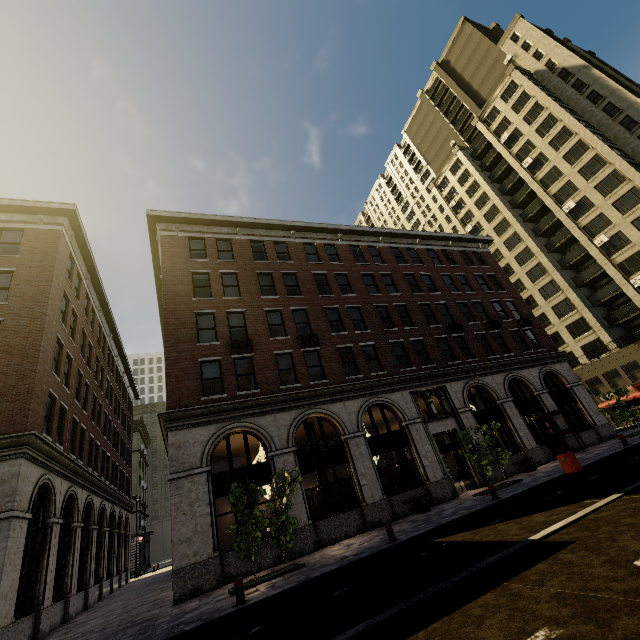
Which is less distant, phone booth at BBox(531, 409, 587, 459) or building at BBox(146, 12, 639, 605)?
building at BBox(146, 12, 639, 605)

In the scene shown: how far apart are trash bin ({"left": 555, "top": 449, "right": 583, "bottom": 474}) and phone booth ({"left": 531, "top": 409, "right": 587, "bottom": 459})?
8.0 meters

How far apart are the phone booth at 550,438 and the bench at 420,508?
10.4 meters

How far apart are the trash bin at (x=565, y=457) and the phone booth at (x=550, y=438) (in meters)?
8.02

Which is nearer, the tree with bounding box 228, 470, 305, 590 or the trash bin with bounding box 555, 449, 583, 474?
the tree with bounding box 228, 470, 305, 590

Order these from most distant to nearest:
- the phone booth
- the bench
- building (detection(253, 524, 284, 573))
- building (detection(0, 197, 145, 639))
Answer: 1. the phone booth
2. the bench
3. building (detection(253, 524, 284, 573))
4. building (detection(0, 197, 145, 639))

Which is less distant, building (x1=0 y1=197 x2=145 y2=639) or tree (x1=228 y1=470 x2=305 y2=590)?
tree (x1=228 y1=470 x2=305 y2=590)

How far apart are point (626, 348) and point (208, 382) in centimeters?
4179cm
